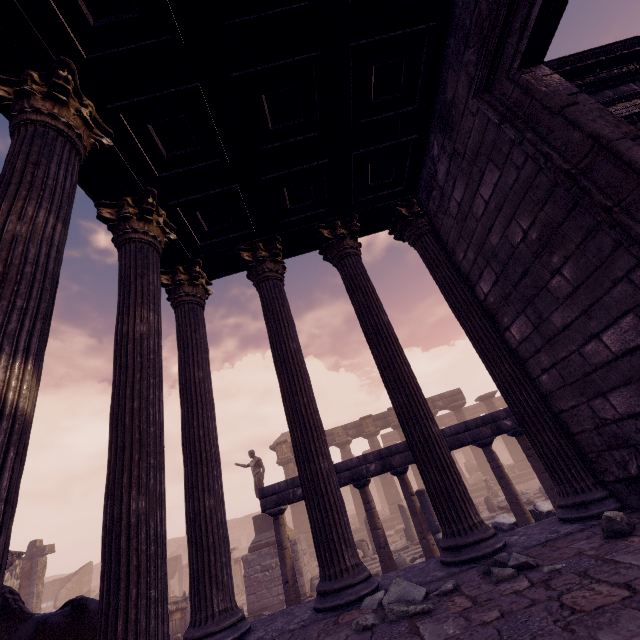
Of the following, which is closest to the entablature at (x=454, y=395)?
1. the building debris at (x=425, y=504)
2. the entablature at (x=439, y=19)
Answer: the building debris at (x=425, y=504)

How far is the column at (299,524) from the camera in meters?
21.2 m

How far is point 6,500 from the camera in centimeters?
151cm

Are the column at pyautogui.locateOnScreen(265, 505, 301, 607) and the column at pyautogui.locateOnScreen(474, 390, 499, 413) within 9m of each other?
no

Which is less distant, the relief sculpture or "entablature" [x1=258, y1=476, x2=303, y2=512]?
"entablature" [x1=258, y1=476, x2=303, y2=512]

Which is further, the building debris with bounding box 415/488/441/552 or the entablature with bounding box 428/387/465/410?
the entablature with bounding box 428/387/465/410

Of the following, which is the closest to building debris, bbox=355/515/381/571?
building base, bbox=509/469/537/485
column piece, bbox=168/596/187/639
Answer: building base, bbox=509/469/537/485

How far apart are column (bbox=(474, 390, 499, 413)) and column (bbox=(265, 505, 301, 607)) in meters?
20.5 m
